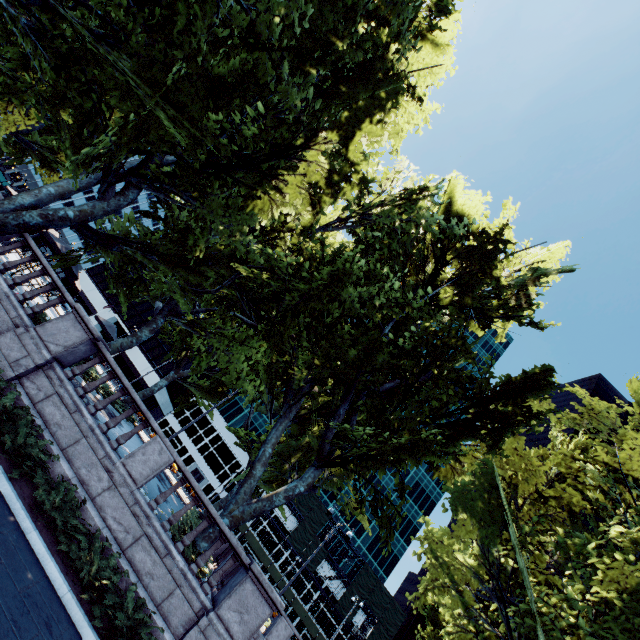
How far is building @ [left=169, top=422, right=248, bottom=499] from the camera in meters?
56.5

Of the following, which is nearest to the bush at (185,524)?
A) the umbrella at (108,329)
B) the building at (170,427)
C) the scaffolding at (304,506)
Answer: the umbrella at (108,329)

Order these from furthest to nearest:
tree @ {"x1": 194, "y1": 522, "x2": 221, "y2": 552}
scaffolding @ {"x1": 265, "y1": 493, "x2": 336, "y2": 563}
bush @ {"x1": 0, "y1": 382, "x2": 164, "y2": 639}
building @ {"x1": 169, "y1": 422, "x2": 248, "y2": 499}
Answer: building @ {"x1": 169, "y1": 422, "x2": 248, "y2": 499}, scaffolding @ {"x1": 265, "y1": 493, "x2": 336, "y2": 563}, tree @ {"x1": 194, "y1": 522, "x2": 221, "y2": 552}, bush @ {"x1": 0, "y1": 382, "x2": 164, "y2": 639}

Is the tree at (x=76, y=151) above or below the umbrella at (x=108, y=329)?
above

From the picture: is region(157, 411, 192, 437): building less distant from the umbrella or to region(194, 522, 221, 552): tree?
region(194, 522, 221, 552): tree

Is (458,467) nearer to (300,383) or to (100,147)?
(300,383)

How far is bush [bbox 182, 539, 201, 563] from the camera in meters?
10.6 m

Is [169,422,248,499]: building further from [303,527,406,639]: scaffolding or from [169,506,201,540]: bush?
[169,506,201,540]: bush
